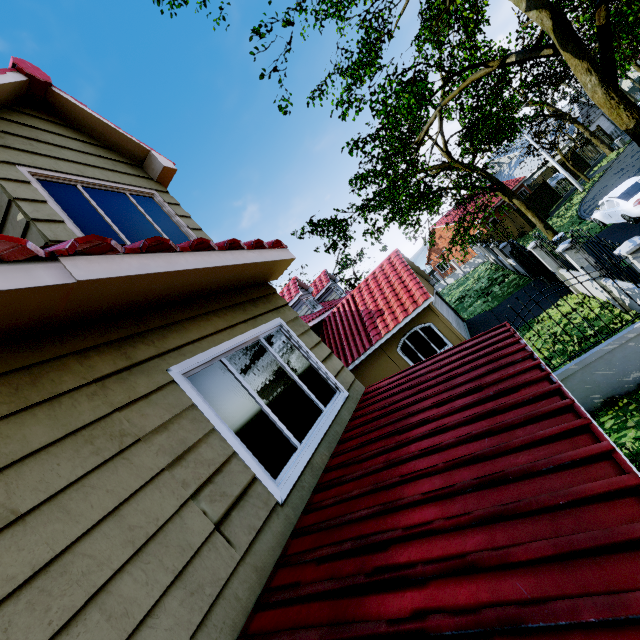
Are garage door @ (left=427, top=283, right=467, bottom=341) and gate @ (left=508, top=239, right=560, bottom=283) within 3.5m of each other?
no

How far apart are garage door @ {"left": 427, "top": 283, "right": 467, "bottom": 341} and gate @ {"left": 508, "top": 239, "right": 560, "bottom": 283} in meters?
4.0

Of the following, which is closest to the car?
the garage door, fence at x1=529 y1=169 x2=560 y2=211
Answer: fence at x1=529 y1=169 x2=560 y2=211

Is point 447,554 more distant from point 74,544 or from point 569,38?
point 569,38

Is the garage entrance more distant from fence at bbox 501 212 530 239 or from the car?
the car

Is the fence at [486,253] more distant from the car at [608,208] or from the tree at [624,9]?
the car at [608,208]

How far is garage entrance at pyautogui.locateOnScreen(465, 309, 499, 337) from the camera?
15.3m

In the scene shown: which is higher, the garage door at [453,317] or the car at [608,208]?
the garage door at [453,317]
